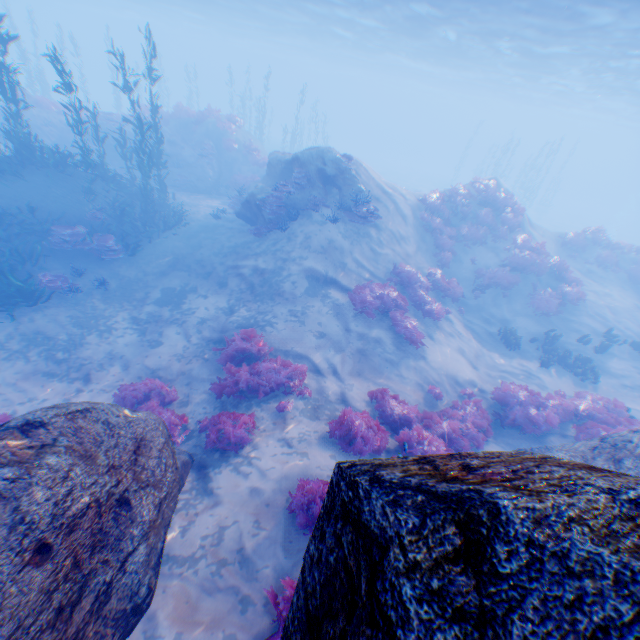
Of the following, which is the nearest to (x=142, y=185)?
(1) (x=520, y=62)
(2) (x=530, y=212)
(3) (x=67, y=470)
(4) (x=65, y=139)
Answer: (4) (x=65, y=139)

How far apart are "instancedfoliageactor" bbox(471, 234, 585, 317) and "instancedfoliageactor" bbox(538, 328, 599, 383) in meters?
3.8 m

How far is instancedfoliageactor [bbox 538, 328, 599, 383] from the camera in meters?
13.3 m

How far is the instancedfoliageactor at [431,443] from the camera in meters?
6.9 m

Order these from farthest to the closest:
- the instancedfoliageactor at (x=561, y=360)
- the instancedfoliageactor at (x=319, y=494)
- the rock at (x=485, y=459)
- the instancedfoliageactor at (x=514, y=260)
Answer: the instancedfoliageactor at (x=514, y=260), the instancedfoliageactor at (x=561, y=360), the instancedfoliageactor at (x=319, y=494), the rock at (x=485, y=459)

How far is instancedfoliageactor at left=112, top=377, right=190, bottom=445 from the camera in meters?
7.5

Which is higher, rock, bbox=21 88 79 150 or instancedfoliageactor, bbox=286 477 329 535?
rock, bbox=21 88 79 150
